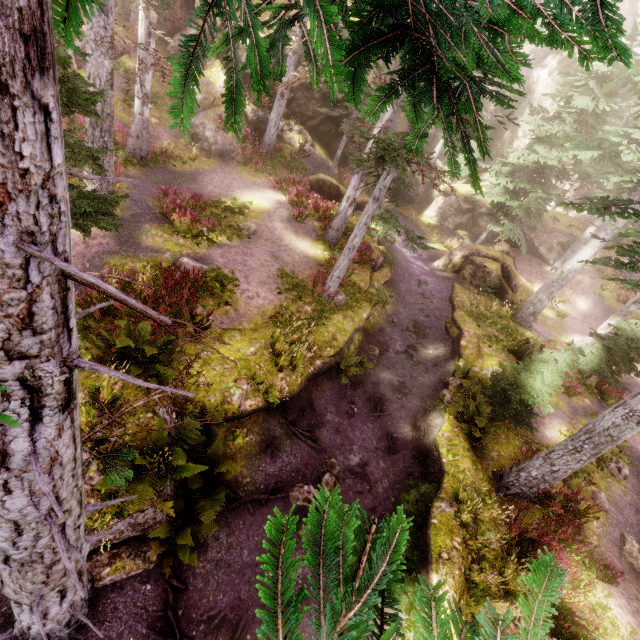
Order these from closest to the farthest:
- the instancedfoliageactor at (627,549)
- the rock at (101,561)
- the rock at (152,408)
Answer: the rock at (101,561) → the rock at (152,408) → the instancedfoliageactor at (627,549)

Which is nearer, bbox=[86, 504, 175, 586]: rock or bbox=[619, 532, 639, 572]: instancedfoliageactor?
bbox=[86, 504, 175, 586]: rock

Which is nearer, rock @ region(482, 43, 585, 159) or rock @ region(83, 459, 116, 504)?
rock @ region(83, 459, 116, 504)

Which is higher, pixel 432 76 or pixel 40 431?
pixel 432 76

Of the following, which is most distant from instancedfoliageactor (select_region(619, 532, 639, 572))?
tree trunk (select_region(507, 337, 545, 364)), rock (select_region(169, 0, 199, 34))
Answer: Answer: tree trunk (select_region(507, 337, 545, 364))

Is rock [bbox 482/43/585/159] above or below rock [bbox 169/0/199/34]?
above

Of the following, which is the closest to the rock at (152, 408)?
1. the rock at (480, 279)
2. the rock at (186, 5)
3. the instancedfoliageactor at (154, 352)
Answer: the instancedfoliageactor at (154, 352)
